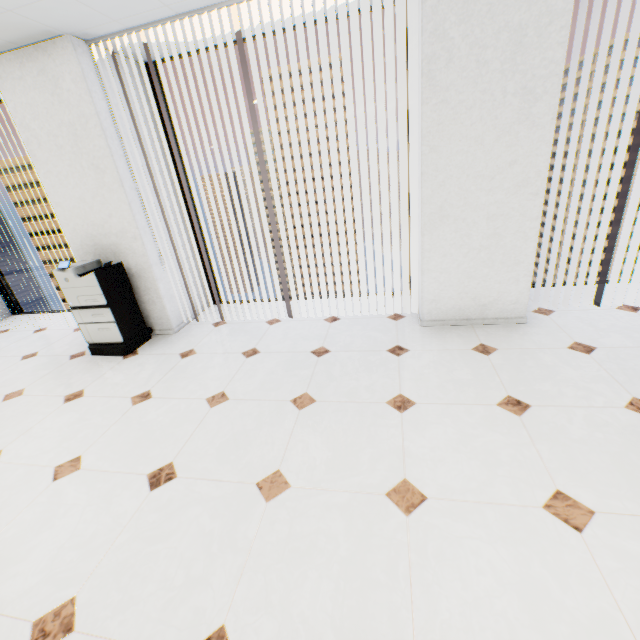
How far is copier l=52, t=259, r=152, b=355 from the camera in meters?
3.4 m

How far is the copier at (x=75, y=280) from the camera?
3.39m

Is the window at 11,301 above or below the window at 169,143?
below

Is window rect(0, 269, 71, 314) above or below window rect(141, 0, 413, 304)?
below

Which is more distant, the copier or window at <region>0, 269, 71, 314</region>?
window at <region>0, 269, 71, 314</region>

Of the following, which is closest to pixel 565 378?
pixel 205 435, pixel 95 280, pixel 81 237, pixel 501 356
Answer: pixel 501 356

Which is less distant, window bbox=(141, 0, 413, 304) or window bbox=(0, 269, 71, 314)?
window bbox=(141, 0, 413, 304)
